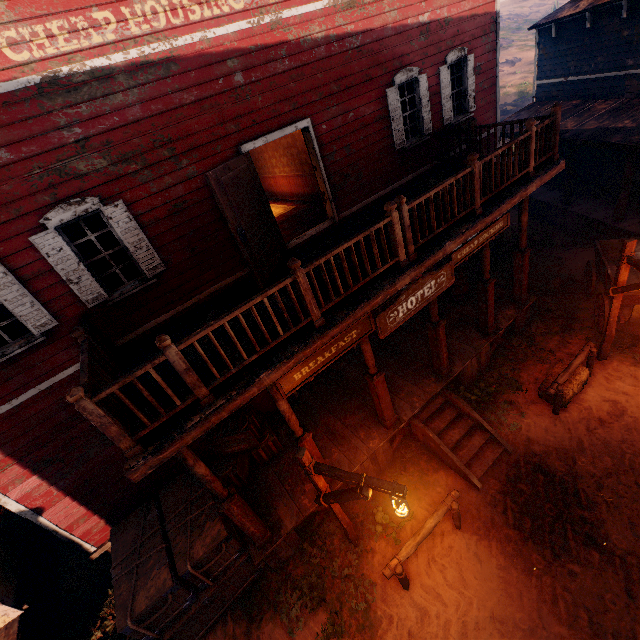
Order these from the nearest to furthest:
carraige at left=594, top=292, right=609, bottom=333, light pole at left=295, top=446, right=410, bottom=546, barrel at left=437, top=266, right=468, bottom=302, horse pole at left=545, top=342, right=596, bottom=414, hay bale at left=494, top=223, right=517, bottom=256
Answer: light pole at left=295, top=446, right=410, bottom=546 < horse pole at left=545, top=342, right=596, bottom=414 < carraige at left=594, top=292, right=609, bottom=333 < barrel at left=437, top=266, right=468, bottom=302 < hay bale at left=494, top=223, right=517, bottom=256

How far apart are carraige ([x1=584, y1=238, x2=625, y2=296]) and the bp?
8.16m

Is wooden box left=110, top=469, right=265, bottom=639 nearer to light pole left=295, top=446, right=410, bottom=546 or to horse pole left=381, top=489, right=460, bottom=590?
light pole left=295, top=446, right=410, bottom=546

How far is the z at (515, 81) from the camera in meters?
31.5

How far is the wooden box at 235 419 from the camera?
7.27m

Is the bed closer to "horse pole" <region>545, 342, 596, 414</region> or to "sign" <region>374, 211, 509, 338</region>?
"sign" <region>374, 211, 509, 338</region>

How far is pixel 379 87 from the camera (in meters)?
7.70

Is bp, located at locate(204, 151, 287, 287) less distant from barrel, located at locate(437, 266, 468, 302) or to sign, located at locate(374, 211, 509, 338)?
sign, located at locate(374, 211, 509, 338)
